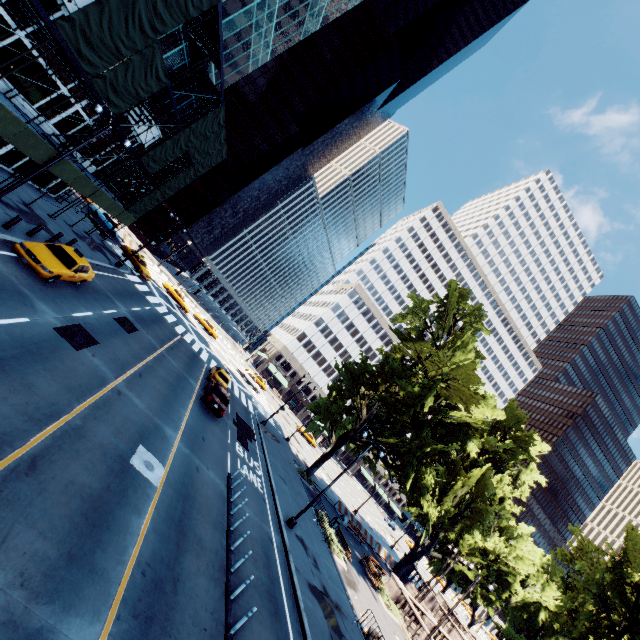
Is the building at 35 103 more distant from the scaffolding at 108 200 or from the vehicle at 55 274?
the vehicle at 55 274

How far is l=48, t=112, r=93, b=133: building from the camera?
21.5m

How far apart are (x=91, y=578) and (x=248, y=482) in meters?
12.9

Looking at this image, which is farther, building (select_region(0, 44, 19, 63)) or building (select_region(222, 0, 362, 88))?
building (select_region(222, 0, 362, 88))

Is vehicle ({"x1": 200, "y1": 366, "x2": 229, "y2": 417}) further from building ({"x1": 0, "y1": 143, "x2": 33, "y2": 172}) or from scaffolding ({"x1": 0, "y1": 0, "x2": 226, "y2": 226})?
building ({"x1": 0, "y1": 143, "x2": 33, "y2": 172})

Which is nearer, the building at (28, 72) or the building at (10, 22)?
the building at (10, 22)

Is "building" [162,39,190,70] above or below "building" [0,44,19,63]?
above
